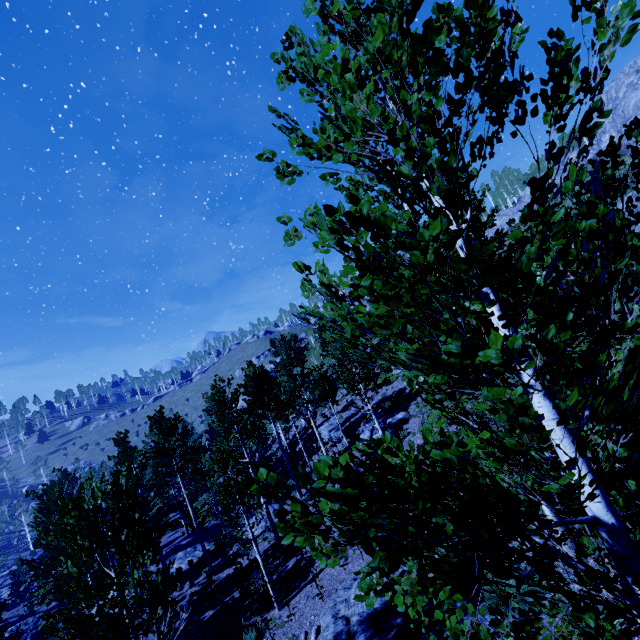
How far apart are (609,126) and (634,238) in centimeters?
3711cm

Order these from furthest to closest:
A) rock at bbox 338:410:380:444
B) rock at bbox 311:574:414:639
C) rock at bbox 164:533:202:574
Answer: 1. rock at bbox 164:533:202:574
2. rock at bbox 338:410:380:444
3. rock at bbox 311:574:414:639

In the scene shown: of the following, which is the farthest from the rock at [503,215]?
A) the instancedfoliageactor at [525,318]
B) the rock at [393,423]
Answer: the rock at [393,423]

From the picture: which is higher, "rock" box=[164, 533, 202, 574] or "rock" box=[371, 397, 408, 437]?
"rock" box=[371, 397, 408, 437]

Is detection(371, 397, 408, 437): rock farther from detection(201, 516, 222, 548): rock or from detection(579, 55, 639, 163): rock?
detection(579, 55, 639, 163): rock

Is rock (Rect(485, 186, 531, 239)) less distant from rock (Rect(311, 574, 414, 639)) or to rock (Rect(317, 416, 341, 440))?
rock (Rect(317, 416, 341, 440))

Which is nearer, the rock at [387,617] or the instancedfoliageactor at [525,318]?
the instancedfoliageactor at [525,318]

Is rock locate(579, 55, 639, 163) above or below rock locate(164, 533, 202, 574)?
above
